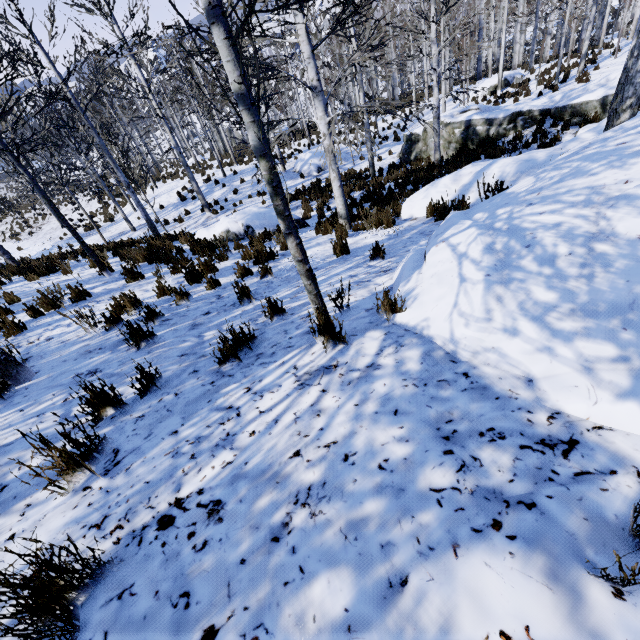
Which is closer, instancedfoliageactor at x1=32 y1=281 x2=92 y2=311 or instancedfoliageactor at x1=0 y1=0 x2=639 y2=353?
instancedfoliageactor at x1=0 y1=0 x2=639 y2=353

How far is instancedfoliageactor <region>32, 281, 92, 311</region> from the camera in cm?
551

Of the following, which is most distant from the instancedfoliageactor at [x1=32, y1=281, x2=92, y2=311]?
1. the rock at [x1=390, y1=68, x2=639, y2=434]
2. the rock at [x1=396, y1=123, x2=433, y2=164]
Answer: the rock at [x1=396, y1=123, x2=433, y2=164]

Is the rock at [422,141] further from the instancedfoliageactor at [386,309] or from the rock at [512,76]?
the rock at [512,76]

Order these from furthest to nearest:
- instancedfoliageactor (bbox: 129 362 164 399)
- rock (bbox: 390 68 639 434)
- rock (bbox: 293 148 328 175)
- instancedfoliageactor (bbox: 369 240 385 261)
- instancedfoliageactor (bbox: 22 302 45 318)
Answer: rock (bbox: 293 148 328 175) → instancedfoliageactor (bbox: 22 302 45 318) → instancedfoliageactor (bbox: 369 240 385 261) → instancedfoliageactor (bbox: 129 362 164 399) → rock (bbox: 390 68 639 434)

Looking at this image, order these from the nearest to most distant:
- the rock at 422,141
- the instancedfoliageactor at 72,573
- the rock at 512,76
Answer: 1. the instancedfoliageactor at 72,573
2. the rock at 422,141
3. the rock at 512,76

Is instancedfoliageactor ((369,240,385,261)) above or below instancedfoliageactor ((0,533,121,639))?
below

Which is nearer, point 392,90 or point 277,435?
point 277,435
